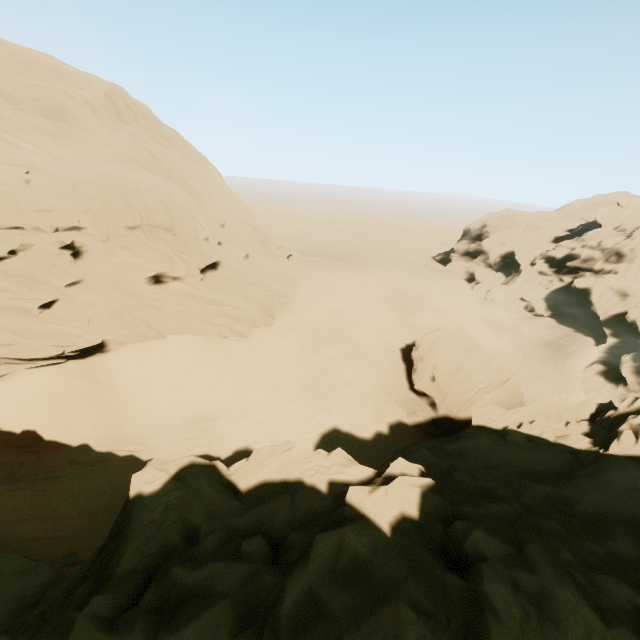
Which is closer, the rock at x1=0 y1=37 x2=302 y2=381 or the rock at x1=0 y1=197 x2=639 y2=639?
the rock at x1=0 y1=197 x2=639 y2=639

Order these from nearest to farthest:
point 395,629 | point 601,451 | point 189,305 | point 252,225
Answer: point 395,629 → point 601,451 → point 189,305 → point 252,225

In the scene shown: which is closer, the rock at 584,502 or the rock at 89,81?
the rock at 584,502
